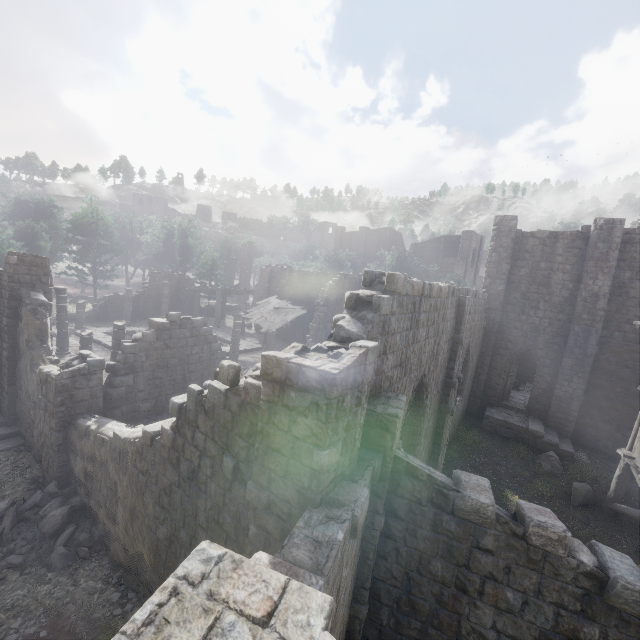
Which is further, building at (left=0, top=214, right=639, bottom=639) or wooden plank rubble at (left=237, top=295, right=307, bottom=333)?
wooden plank rubble at (left=237, top=295, right=307, bottom=333)

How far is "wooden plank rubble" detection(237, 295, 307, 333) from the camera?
23.8m

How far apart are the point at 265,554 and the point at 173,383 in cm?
1196

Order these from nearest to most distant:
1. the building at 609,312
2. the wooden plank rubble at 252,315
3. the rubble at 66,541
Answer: the building at 609,312
the rubble at 66,541
the wooden plank rubble at 252,315

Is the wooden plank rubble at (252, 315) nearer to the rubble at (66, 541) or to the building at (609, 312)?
the building at (609, 312)

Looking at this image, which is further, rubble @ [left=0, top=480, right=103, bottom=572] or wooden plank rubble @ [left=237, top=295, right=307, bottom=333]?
wooden plank rubble @ [left=237, top=295, right=307, bottom=333]

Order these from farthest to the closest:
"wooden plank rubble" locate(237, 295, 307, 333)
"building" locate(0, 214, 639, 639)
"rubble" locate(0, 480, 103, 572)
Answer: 1. "wooden plank rubble" locate(237, 295, 307, 333)
2. "rubble" locate(0, 480, 103, 572)
3. "building" locate(0, 214, 639, 639)

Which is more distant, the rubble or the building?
the rubble
